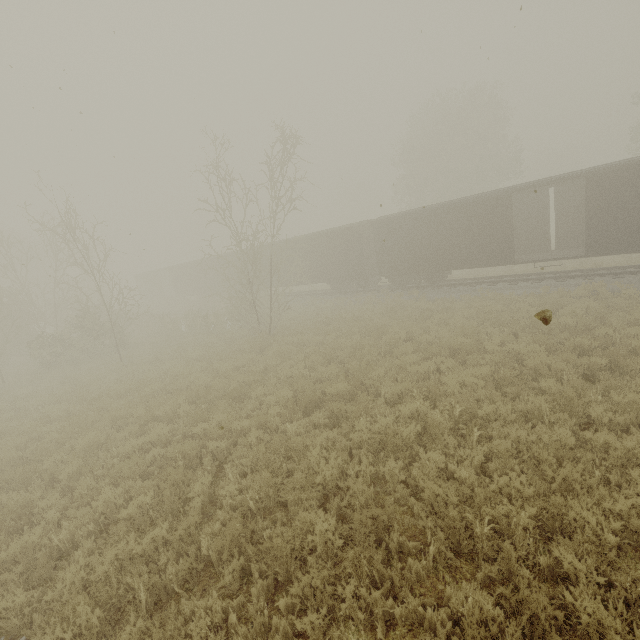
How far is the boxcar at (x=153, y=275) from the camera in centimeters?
3328cm

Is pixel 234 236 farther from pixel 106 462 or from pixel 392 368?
pixel 106 462

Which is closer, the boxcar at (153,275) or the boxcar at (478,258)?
the boxcar at (478,258)

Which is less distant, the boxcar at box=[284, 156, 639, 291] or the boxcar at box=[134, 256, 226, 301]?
the boxcar at box=[284, 156, 639, 291]

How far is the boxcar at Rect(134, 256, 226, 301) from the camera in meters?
33.3
